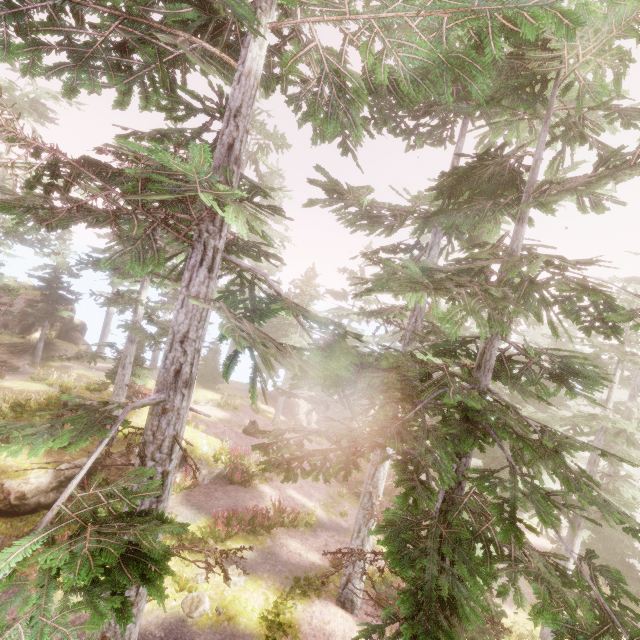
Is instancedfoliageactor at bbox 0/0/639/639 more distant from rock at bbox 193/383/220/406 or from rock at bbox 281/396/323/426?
rock at bbox 193/383/220/406

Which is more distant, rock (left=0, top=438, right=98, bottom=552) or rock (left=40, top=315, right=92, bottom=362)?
Answer: rock (left=40, top=315, right=92, bottom=362)

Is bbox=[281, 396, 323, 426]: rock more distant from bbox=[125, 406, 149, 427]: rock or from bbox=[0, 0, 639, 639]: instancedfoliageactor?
bbox=[125, 406, 149, 427]: rock

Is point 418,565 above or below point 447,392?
below

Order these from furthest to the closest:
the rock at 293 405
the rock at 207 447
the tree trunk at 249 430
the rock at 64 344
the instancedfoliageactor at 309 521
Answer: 1. the rock at 293 405
2. the rock at 64 344
3. the tree trunk at 249 430
4. the rock at 207 447
5. the instancedfoliageactor at 309 521

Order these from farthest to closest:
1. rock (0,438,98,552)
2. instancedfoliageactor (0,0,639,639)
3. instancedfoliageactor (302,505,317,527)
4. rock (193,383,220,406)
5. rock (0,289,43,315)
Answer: rock (0,289,43,315)
rock (193,383,220,406)
instancedfoliageactor (302,505,317,527)
rock (0,438,98,552)
instancedfoliageactor (0,0,639,639)

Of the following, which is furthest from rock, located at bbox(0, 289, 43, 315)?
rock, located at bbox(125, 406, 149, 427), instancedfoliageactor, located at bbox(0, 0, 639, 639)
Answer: rock, located at bbox(125, 406, 149, 427)

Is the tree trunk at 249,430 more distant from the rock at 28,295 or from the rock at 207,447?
the rock at 28,295
